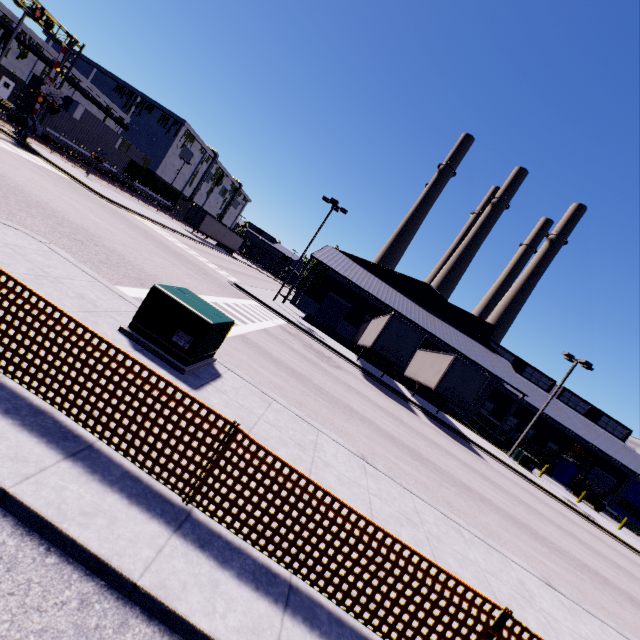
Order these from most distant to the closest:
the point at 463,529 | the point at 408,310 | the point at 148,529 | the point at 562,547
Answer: the point at 408,310 < the point at 562,547 < the point at 463,529 < the point at 148,529

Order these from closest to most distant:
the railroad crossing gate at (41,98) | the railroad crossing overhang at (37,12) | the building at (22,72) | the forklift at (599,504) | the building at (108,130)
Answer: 1. the railroad crossing overhang at (37,12)
2. the railroad crossing gate at (41,98)
3. the forklift at (599,504)
4. the building at (22,72)
5. the building at (108,130)

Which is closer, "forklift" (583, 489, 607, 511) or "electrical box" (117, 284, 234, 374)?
"electrical box" (117, 284, 234, 374)

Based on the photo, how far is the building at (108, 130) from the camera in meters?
46.4

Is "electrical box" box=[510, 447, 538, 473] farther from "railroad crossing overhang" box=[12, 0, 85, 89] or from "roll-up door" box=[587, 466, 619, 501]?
"railroad crossing overhang" box=[12, 0, 85, 89]

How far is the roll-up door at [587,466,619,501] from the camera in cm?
4112

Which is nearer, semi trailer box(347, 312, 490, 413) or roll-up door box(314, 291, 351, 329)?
semi trailer box(347, 312, 490, 413)

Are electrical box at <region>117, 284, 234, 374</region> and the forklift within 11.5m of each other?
no
